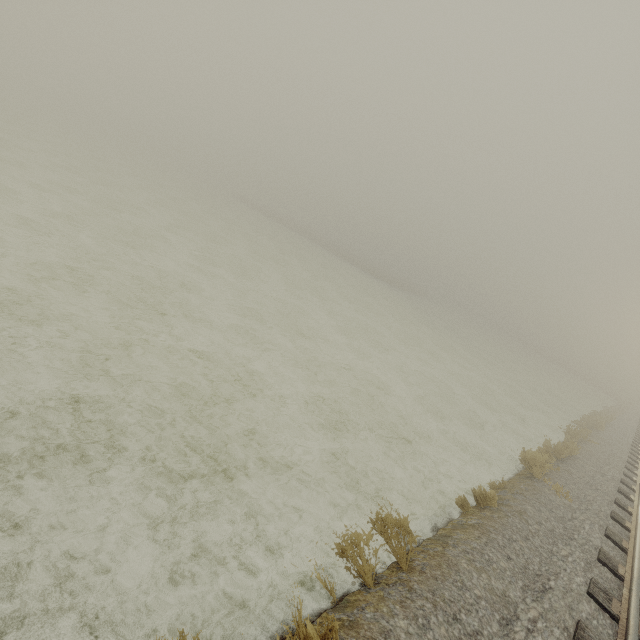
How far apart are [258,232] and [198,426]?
31.39m
